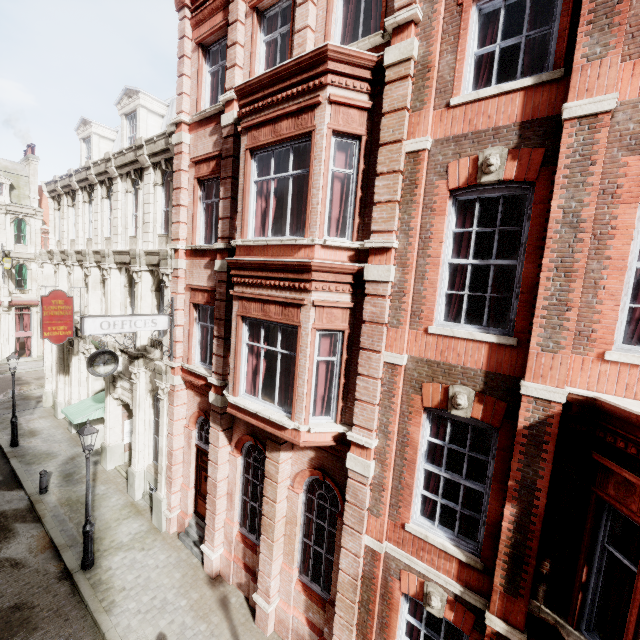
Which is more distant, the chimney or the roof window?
the chimney

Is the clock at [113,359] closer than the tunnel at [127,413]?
Yes

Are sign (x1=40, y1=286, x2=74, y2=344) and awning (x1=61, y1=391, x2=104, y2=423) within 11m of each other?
yes

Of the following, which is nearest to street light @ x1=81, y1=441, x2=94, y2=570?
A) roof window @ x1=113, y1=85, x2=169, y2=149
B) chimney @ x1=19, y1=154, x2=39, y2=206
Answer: roof window @ x1=113, y1=85, x2=169, y2=149

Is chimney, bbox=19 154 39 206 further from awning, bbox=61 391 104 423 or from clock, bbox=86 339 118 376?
clock, bbox=86 339 118 376

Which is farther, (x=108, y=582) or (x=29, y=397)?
(x=29, y=397)

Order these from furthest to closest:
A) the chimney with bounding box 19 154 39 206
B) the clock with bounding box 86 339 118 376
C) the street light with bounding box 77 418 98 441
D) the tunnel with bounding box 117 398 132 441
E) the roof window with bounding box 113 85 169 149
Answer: the chimney with bounding box 19 154 39 206 → the tunnel with bounding box 117 398 132 441 → the roof window with bounding box 113 85 169 149 → the clock with bounding box 86 339 118 376 → the street light with bounding box 77 418 98 441

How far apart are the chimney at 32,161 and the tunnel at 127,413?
27.15m
